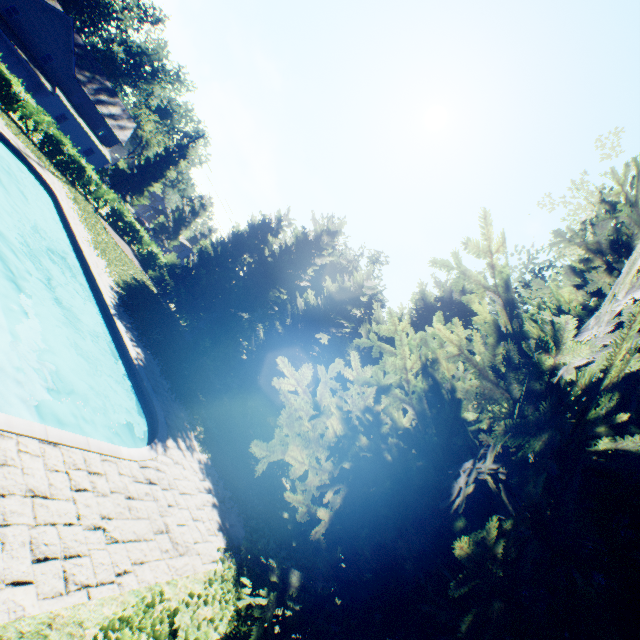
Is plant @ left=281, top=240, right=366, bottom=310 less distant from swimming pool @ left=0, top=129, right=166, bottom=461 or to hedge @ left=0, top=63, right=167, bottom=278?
hedge @ left=0, top=63, right=167, bottom=278

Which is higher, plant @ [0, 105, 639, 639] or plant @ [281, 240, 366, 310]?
plant @ [281, 240, 366, 310]

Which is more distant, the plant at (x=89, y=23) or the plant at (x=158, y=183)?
the plant at (x=89, y=23)

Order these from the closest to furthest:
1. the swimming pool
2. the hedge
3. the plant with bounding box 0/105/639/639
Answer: the plant with bounding box 0/105/639/639, the swimming pool, the hedge

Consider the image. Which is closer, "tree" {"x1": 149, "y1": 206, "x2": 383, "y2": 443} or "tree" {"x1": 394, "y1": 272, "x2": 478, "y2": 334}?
"tree" {"x1": 394, "y1": 272, "x2": 478, "y2": 334}

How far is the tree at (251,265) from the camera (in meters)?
17.94

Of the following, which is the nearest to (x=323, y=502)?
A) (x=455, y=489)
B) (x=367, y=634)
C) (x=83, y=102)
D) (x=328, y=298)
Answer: (x=367, y=634)

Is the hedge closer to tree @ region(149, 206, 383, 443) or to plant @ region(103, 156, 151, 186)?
tree @ region(149, 206, 383, 443)
